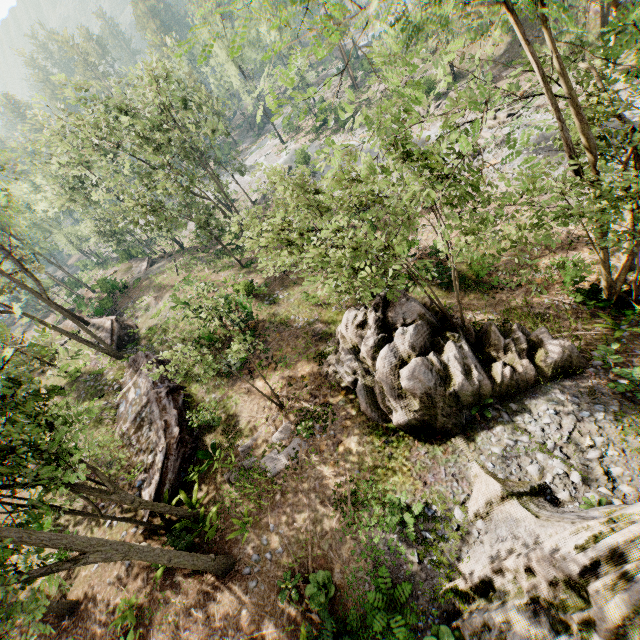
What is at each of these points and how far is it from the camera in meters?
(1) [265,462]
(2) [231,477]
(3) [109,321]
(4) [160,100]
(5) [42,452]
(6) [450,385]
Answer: (1) foliage, 13.6
(2) foliage, 13.7
(3) ground embankment, 27.4
(4) foliage, 30.0
(5) foliage, 8.8
(6) rock, 11.4

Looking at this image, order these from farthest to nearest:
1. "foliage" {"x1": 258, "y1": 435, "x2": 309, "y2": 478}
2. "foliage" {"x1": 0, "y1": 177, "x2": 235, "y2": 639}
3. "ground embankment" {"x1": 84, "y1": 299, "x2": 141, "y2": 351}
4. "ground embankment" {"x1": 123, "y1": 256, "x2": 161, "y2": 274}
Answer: "ground embankment" {"x1": 123, "y1": 256, "x2": 161, "y2": 274}
"ground embankment" {"x1": 84, "y1": 299, "x2": 141, "y2": 351}
"foliage" {"x1": 258, "y1": 435, "x2": 309, "y2": 478}
"foliage" {"x1": 0, "y1": 177, "x2": 235, "y2": 639}

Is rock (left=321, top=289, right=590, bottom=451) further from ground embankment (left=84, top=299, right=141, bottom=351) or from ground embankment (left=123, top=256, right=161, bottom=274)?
ground embankment (left=123, top=256, right=161, bottom=274)

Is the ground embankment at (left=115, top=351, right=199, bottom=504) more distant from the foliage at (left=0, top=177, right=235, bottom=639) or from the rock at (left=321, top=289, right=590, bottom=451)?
the rock at (left=321, top=289, right=590, bottom=451)

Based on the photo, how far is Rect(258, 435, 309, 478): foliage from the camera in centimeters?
1309cm

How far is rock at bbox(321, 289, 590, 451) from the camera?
11.35m

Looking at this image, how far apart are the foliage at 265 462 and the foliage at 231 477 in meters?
0.1

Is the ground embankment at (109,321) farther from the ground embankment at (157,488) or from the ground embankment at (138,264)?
the ground embankment at (138,264)
